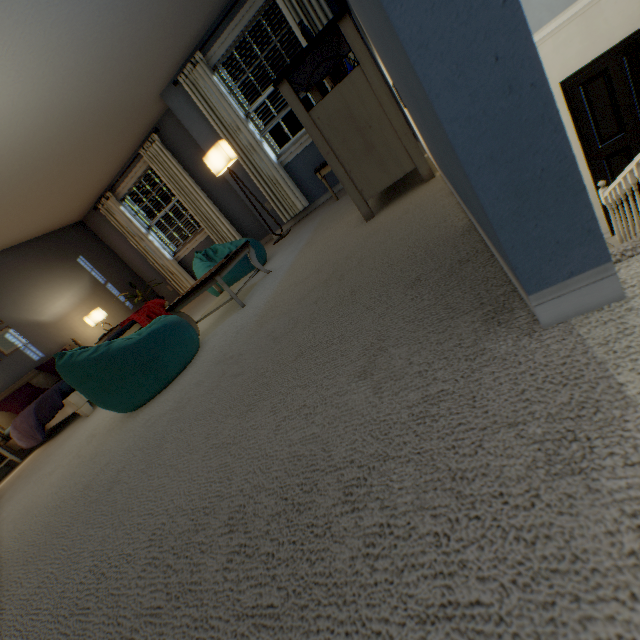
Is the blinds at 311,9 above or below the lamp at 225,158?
above

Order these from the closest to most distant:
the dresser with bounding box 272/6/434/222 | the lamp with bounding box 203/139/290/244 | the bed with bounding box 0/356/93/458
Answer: the dresser with bounding box 272/6/434/222
the bed with bounding box 0/356/93/458
the lamp with bounding box 203/139/290/244

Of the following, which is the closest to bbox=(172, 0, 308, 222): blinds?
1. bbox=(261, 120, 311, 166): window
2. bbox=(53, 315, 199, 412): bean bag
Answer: bbox=(261, 120, 311, 166): window

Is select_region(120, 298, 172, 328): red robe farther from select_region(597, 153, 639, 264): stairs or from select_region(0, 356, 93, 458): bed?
select_region(597, 153, 639, 264): stairs

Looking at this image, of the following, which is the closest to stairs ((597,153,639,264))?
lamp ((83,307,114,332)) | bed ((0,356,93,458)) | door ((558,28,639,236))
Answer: door ((558,28,639,236))

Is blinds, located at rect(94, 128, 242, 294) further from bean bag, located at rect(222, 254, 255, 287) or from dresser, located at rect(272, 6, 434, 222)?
→ dresser, located at rect(272, 6, 434, 222)

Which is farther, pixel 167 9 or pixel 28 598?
pixel 167 9

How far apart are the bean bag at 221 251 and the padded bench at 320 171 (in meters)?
1.08
